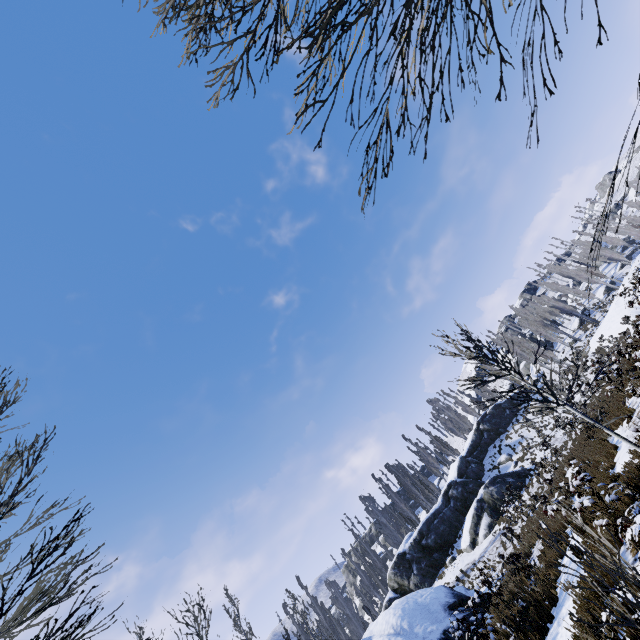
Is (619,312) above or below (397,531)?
below

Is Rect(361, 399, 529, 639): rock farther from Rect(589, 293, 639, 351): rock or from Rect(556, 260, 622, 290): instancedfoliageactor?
Rect(589, 293, 639, 351): rock

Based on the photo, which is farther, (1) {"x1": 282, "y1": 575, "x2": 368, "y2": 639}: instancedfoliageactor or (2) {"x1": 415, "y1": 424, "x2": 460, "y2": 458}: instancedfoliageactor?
(2) {"x1": 415, "y1": 424, "x2": 460, "y2": 458}: instancedfoliageactor

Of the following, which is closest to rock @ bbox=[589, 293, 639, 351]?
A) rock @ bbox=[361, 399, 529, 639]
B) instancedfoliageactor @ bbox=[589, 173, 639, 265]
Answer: instancedfoliageactor @ bbox=[589, 173, 639, 265]

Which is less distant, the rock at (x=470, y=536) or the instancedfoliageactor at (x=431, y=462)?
the rock at (x=470, y=536)

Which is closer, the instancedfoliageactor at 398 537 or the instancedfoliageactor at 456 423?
the instancedfoliageactor at 398 537

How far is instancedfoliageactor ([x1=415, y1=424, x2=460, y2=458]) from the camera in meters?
51.1
